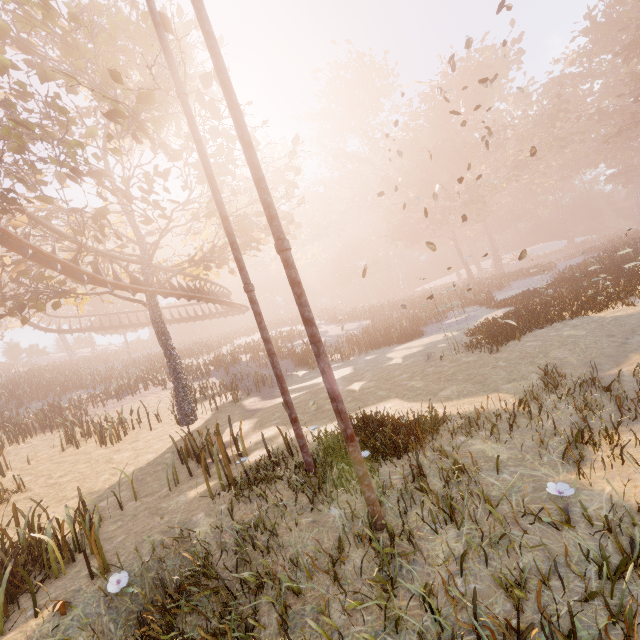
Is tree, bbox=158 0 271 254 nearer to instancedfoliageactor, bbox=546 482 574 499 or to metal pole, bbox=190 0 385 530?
metal pole, bbox=190 0 385 530

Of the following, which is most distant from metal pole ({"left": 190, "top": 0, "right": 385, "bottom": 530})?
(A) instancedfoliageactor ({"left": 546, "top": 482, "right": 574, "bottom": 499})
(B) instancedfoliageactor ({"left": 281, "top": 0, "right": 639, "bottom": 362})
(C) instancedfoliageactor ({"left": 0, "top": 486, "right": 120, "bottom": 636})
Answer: (B) instancedfoliageactor ({"left": 281, "top": 0, "right": 639, "bottom": 362})

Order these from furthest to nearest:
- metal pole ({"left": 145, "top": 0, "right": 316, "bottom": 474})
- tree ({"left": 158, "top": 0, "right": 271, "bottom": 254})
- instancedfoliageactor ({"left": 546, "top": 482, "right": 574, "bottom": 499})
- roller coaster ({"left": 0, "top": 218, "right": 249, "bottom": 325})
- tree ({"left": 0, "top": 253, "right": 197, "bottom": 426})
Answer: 1. tree ({"left": 0, "top": 253, "right": 197, "bottom": 426})
2. roller coaster ({"left": 0, "top": 218, "right": 249, "bottom": 325})
3. tree ({"left": 158, "top": 0, "right": 271, "bottom": 254})
4. metal pole ({"left": 145, "top": 0, "right": 316, "bottom": 474})
5. instancedfoliageactor ({"left": 546, "top": 482, "right": 574, "bottom": 499})

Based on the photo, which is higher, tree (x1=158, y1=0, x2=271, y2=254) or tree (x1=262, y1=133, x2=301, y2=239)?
tree (x1=262, y1=133, x2=301, y2=239)

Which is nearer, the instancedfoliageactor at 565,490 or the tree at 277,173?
the instancedfoliageactor at 565,490

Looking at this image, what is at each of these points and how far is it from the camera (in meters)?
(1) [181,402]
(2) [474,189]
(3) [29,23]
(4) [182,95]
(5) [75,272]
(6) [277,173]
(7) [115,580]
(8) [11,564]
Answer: (1) tree, 14.72
(2) instancedfoliageactor, 41.38
(3) tree, 10.90
(4) metal pole, 6.12
(5) roller coaster, 12.95
(6) tree, 18.06
(7) instancedfoliageactor, 4.72
(8) instancedfoliageactor, 4.88

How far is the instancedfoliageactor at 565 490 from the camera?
3.2m

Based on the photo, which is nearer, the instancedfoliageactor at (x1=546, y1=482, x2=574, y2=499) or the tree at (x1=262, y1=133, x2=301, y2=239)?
the instancedfoliageactor at (x1=546, y1=482, x2=574, y2=499)
